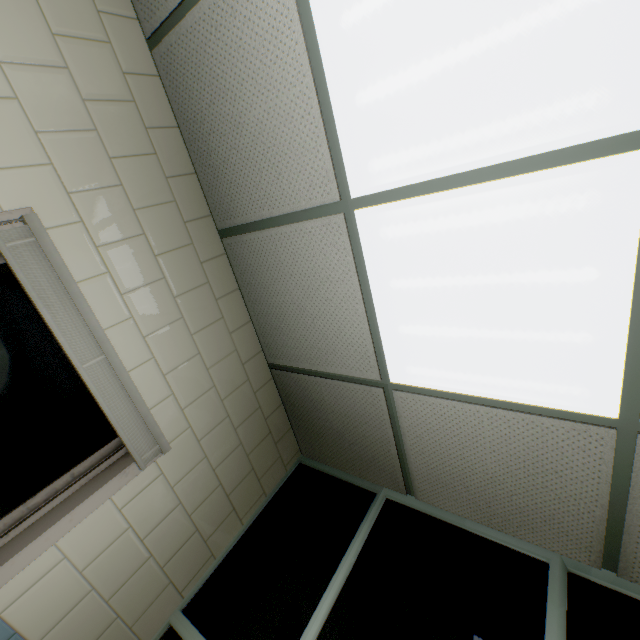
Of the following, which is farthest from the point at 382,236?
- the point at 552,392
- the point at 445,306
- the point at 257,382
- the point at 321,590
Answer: the point at 321,590

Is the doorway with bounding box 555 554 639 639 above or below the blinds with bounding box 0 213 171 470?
above

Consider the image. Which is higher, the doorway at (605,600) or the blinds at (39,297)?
the doorway at (605,600)
